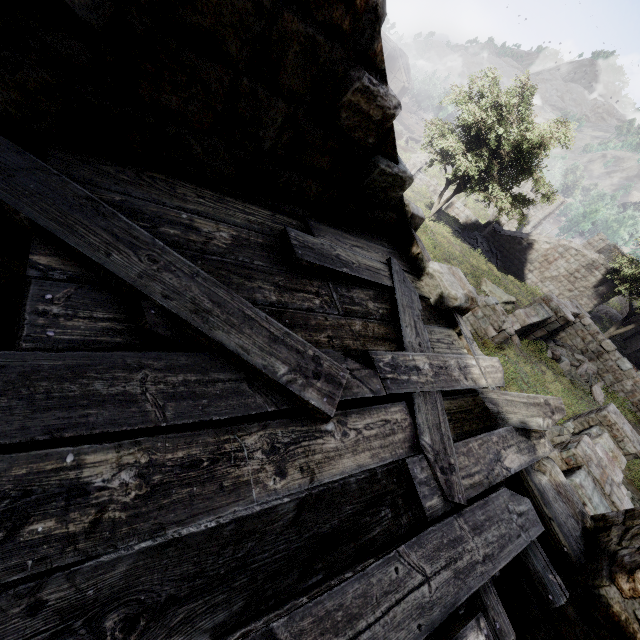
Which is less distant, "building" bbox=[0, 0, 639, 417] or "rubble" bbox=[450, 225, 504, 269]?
"building" bbox=[0, 0, 639, 417]

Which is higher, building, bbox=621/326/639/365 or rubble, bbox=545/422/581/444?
building, bbox=621/326/639/365

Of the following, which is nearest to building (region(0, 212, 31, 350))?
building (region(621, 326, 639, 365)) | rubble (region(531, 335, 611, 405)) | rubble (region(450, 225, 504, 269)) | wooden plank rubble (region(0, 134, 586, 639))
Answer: wooden plank rubble (region(0, 134, 586, 639))

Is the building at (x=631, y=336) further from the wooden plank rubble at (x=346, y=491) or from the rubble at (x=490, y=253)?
the wooden plank rubble at (x=346, y=491)

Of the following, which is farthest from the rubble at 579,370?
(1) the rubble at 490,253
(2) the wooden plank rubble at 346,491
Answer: (2) the wooden plank rubble at 346,491

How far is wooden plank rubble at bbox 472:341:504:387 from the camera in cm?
365

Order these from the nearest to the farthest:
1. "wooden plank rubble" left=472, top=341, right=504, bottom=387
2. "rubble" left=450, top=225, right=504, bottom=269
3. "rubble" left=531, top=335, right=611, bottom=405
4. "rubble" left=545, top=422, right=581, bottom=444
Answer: "wooden plank rubble" left=472, top=341, right=504, bottom=387 → "rubble" left=545, top=422, right=581, bottom=444 → "rubble" left=531, top=335, right=611, bottom=405 → "rubble" left=450, top=225, right=504, bottom=269

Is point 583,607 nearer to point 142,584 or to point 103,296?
point 142,584
